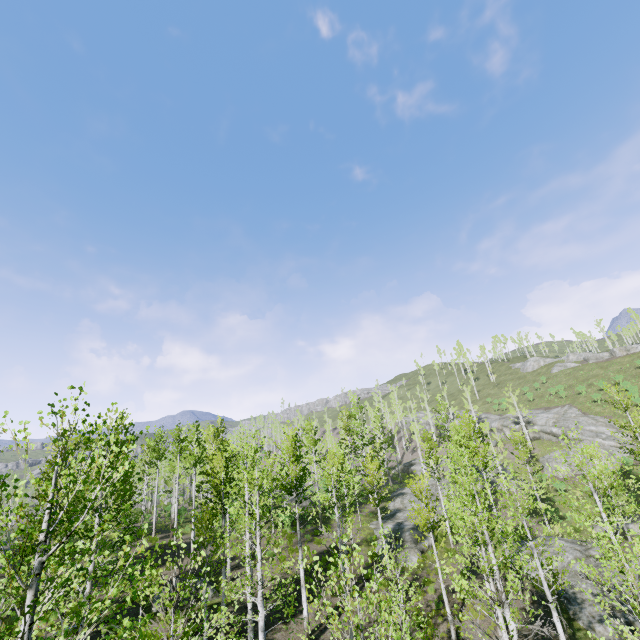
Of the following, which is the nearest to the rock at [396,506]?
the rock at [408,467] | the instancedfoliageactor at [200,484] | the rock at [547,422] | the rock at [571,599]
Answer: the instancedfoliageactor at [200,484]

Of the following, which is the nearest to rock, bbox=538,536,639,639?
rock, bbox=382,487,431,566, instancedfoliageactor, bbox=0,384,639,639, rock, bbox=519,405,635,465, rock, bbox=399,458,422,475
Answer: instancedfoliageactor, bbox=0,384,639,639

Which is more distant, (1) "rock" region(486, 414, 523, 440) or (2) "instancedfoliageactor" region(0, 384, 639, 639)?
(1) "rock" region(486, 414, 523, 440)

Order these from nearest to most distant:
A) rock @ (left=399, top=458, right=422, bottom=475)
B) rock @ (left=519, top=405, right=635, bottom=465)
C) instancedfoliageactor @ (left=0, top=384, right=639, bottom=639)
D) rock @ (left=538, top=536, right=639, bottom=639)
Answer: instancedfoliageactor @ (left=0, top=384, right=639, bottom=639) < rock @ (left=538, top=536, right=639, bottom=639) < rock @ (left=519, top=405, right=635, bottom=465) < rock @ (left=399, top=458, right=422, bottom=475)

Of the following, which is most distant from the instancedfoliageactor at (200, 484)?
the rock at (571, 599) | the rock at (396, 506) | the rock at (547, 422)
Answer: the rock at (547, 422)

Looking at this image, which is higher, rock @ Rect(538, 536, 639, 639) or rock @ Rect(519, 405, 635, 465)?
rock @ Rect(519, 405, 635, 465)

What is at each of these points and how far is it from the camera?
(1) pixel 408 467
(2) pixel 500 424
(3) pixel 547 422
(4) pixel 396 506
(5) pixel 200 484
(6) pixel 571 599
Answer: (1) rock, 54.6 meters
(2) rock, 52.5 meters
(3) rock, 46.8 meters
(4) rock, 35.5 meters
(5) instancedfoliageactor, 32.9 meters
(6) rock, 17.4 meters
